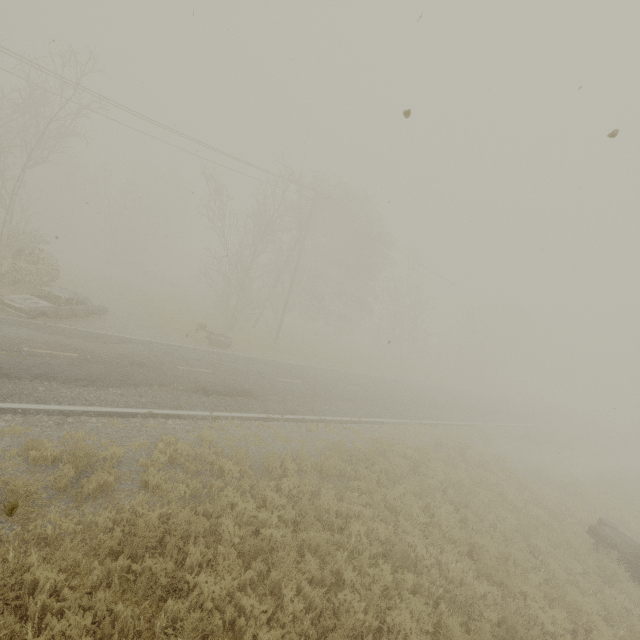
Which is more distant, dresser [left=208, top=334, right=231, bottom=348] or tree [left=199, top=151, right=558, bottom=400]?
tree [left=199, top=151, right=558, bottom=400]

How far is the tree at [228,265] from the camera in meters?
23.3

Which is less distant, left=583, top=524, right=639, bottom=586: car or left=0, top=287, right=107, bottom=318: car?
left=583, top=524, right=639, bottom=586: car

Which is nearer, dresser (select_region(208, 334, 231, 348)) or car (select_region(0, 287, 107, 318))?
car (select_region(0, 287, 107, 318))

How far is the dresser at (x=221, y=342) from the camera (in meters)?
19.27

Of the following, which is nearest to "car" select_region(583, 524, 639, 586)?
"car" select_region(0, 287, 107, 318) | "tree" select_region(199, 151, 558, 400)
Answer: "tree" select_region(199, 151, 558, 400)

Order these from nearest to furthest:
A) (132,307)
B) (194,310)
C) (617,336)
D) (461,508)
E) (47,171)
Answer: (461,508)
(617,336)
(132,307)
(194,310)
(47,171)
